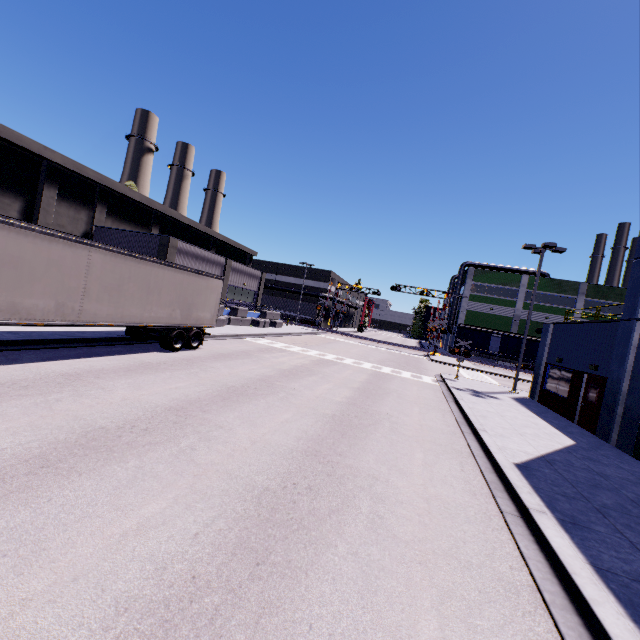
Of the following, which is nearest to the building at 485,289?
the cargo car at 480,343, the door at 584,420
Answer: the door at 584,420

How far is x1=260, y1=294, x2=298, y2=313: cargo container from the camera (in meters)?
57.19

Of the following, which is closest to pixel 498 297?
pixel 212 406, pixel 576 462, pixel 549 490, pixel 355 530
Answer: pixel 576 462

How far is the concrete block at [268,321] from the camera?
27.95m

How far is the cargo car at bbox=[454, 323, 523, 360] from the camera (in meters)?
46.91

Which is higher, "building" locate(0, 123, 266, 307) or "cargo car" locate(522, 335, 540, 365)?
"building" locate(0, 123, 266, 307)

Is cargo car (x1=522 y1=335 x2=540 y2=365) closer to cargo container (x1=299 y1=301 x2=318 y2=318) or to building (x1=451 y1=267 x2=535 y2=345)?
building (x1=451 y1=267 x2=535 y2=345)

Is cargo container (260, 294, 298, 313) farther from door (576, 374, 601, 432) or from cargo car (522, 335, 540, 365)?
door (576, 374, 601, 432)
